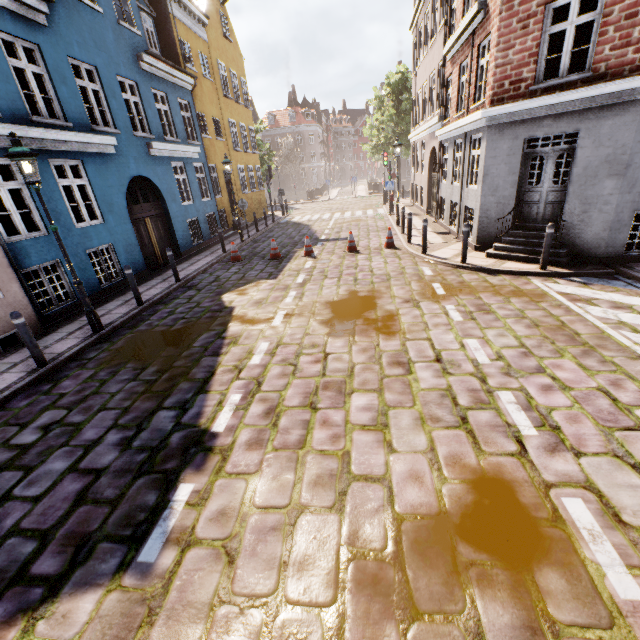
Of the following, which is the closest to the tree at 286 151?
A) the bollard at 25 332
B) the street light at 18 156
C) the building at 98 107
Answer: the building at 98 107

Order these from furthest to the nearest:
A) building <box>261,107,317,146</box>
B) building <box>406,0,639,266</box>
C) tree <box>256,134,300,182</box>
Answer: building <box>261,107,317,146</box>
tree <box>256,134,300,182</box>
building <box>406,0,639,266</box>

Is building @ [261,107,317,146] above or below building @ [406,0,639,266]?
above

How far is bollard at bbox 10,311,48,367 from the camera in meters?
5.6

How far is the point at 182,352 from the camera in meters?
6.3 m

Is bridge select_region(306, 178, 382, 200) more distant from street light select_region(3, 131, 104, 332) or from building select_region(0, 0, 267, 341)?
street light select_region(3, 131, 104, 332)

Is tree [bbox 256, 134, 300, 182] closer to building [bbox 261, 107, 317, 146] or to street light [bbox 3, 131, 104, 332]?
building [bbox 261, 107, 317, 146]

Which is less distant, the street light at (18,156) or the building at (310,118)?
the street light at (18,156)
